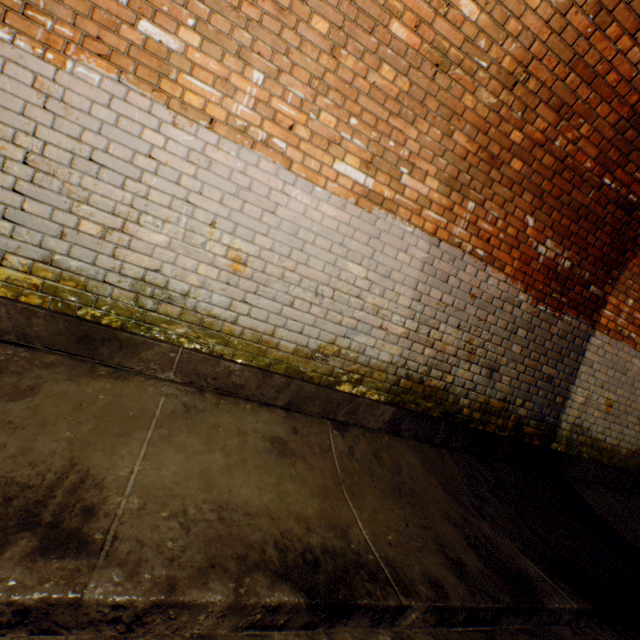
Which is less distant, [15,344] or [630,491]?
[15,344]
